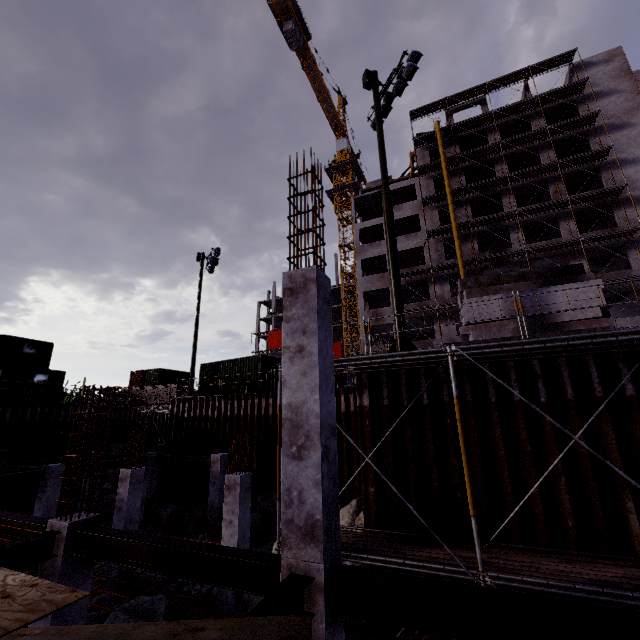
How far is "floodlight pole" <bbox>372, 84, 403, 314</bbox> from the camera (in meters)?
9.80

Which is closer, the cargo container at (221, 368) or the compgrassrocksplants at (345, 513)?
the compgrassrocksplants at (345, 513)

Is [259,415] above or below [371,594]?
above

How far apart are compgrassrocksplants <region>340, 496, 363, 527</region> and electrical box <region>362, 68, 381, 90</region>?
15.9m

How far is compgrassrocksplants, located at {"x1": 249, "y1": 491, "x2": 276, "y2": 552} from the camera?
13.21m

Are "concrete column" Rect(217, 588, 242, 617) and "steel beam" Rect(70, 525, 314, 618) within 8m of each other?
yes

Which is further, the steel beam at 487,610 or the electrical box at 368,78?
the electrical box at 368,78

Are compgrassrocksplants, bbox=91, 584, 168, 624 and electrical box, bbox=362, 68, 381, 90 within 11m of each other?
no
